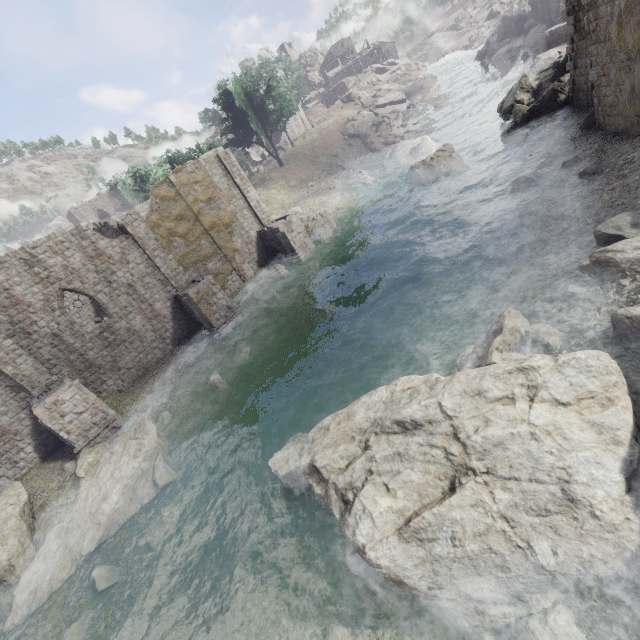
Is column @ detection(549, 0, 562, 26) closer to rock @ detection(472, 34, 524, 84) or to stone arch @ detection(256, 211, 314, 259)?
rock @ detection(472, 34, 524, 84)

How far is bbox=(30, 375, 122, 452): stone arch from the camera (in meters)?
16.33

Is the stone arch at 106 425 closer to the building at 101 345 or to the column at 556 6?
the building at 101 345

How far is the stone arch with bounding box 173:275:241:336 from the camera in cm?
2127

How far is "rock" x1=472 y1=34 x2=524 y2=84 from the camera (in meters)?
41.13

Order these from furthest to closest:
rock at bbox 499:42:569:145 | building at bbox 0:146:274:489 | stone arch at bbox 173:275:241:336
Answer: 1. stone arch at bbox 173:275:241:336
2. rock at bbox 499:42:569:145
3. building at bbox 0:146:274:489

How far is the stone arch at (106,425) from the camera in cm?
1633

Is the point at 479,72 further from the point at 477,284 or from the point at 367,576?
the point at 367,576
